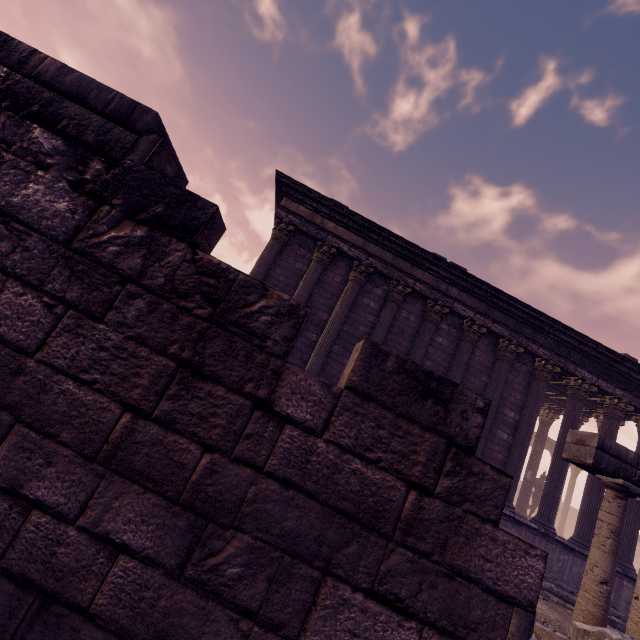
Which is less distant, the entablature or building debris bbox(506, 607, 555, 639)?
building debris bbox(506, 607, 555, 639)

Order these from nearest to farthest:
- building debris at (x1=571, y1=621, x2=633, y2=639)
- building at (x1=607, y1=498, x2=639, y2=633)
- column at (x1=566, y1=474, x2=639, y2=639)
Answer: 1. building debris at (x1=571, y1=621, x2=633, y2=639)
2. column at (x1=566, y1=474, x2=639, y2=639)
3. building at (x1=607, y1=498, x2=639, y2=633)

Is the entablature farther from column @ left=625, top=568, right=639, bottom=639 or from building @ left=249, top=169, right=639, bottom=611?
building @ left=249, top=169, right=639, bottom=611

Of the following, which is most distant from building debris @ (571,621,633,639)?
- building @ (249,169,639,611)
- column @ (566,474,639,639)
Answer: building @ (249,169,639,611)

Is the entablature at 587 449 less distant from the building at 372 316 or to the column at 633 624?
the column at 633 624

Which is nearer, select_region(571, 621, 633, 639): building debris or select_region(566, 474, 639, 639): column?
select_region(571, 621, 633, 639): building debris

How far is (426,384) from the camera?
1.5m

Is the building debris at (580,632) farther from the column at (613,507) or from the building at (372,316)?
the building at (372,316)
